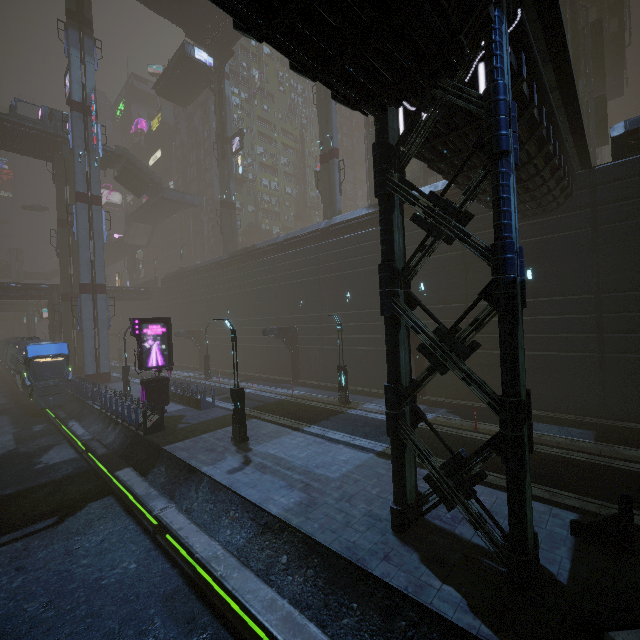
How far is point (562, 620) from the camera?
5.5m

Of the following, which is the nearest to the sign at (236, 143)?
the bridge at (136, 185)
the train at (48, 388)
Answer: the bridge at (136, 185)

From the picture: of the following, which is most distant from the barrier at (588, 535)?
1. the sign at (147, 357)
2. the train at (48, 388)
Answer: the train at (48, 388)

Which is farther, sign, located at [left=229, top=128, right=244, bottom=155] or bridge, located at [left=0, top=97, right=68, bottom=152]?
sign, located at [left=229, top=128, right=244, bottom=155]

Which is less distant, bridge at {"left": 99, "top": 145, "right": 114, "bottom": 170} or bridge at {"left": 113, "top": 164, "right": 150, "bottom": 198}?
bridge at {"left": 99, "top": 145, "right": 114, "bottom": 170}

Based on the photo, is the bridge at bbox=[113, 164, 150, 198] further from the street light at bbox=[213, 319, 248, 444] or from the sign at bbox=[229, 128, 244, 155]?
the street light at bbox=[213, 319, 248, 444]

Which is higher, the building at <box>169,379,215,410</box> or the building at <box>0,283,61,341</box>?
the building at <box>0,283,61,341</box>

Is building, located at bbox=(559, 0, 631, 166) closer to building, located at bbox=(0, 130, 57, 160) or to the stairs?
the stairs
